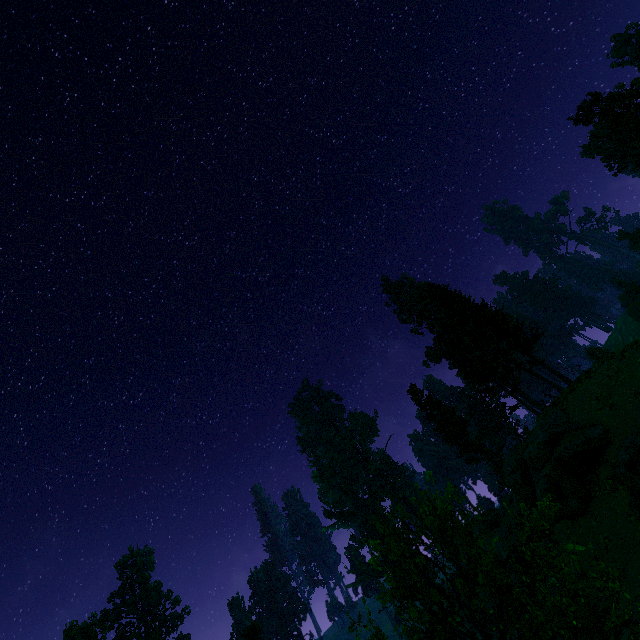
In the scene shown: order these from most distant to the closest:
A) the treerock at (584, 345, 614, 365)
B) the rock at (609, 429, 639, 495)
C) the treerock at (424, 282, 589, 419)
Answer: the treerock at (424, 282, 589, 419) → the treerock at (584, 345, 614, 365) → the rock at (609, 429, 639, 495)

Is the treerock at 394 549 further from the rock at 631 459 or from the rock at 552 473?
the rock at 631 459

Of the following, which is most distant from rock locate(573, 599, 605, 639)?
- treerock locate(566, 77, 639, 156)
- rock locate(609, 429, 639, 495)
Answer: treerock locate(566, 77, 639, 156)

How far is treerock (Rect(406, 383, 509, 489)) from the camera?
38.3m

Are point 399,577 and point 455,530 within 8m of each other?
yes

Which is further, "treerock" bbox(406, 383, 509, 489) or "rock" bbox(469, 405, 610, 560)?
"treerock" bbox(406, 383, 509, 489)

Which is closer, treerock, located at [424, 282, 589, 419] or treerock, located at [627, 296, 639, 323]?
treerock, located at [424, 282, 589, 419]

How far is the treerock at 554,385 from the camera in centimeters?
2911cm
